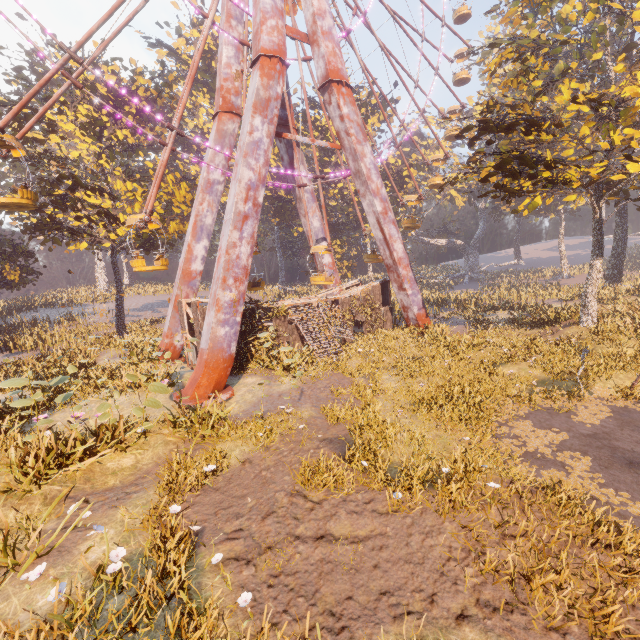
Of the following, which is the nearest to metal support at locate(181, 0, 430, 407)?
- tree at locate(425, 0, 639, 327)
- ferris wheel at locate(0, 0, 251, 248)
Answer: ferris wheel at locate(0, 0, 251, 248)

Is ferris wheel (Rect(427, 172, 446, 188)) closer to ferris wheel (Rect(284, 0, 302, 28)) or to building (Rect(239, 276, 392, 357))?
ferris wheel (Rect(284, 0, 302, 28))

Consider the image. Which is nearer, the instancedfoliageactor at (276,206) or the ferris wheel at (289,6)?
the ferris wheel at (289,6)

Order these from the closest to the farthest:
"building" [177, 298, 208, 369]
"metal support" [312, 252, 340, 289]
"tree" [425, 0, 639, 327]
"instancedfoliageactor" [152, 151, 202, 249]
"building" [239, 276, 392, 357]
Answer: "tree" [425, 0, 639, 327], "building" [177, 298, 208, 369], "building" [239, 276, 392, 357], "instancedfoliageactor" [152, 151, 202, 249], "metal support" [312, 252, 340, 289]

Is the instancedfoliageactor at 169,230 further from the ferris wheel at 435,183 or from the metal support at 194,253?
the ferris wheel at 435,183

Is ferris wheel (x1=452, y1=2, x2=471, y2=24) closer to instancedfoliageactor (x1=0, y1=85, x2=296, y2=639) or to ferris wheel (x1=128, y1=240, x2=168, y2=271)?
ferris wheel (x1=128, y1=240, x2=168, y2=271)

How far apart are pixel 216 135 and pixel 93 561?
21.7m

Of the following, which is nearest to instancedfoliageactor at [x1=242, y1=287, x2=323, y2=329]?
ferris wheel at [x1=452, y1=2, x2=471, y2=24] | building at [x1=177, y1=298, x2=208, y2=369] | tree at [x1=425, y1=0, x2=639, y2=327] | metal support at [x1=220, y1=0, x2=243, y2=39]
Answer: building at [x1=177, y1=298, x2=208, y2=369]
